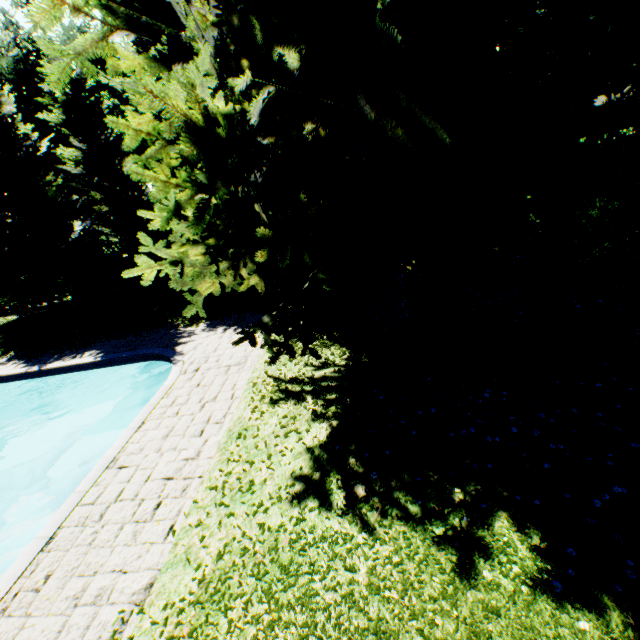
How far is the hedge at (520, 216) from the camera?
14.2 meters

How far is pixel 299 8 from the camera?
4.3 meters

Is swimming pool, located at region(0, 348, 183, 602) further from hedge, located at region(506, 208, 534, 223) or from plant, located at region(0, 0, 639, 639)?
hedge, located at region(506, 208, 534, 223)

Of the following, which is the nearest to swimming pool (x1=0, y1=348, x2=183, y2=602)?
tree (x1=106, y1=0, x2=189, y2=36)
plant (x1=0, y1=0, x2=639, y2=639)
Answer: plant (x1=0, y1=0, x2=639, y2=639)

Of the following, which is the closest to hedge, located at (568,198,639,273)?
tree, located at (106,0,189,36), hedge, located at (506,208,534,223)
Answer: hedge, located at (506,208,534,223)

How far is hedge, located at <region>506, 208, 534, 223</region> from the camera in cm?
1416

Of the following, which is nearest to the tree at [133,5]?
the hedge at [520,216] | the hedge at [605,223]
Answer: the hedge at [520,216]

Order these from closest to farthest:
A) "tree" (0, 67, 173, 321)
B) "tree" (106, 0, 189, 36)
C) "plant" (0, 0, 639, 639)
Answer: "plant" (0, 0, 639, 639) → "tree" (106, 0, 189, 36) → "tree" (0, 67, 173, 321)
